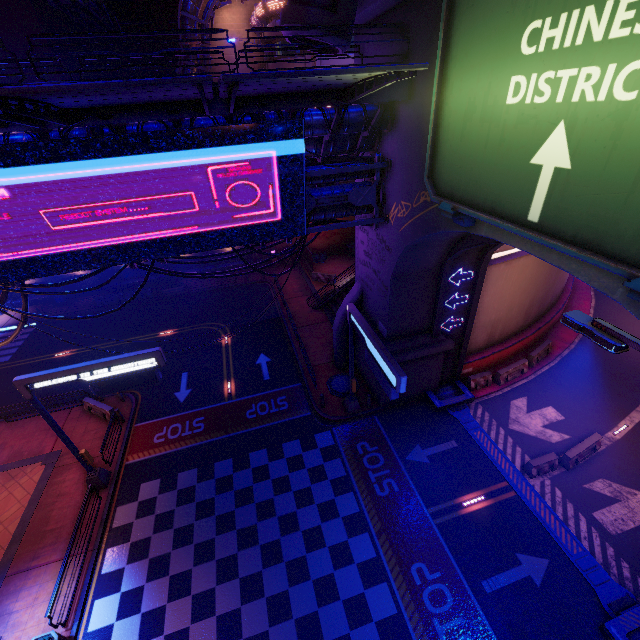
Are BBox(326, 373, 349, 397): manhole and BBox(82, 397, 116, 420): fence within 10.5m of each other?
no

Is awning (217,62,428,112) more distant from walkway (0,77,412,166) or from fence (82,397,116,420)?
fence (82,397,116,420)

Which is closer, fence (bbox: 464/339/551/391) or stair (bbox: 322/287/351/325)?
fence (bbox: 464/339/551/391)

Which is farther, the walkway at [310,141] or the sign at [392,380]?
the sign at [392,380]

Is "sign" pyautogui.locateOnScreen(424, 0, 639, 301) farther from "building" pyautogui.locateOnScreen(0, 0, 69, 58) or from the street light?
"building" pyautogui.locateOnScreen(0, 0, 69, 58)

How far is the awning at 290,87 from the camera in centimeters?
587cm

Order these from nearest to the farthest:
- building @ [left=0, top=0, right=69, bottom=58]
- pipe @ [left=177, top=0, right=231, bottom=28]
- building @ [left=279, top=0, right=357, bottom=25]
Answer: building @ [left=279, top=0, right=357, bottom=25] < pipe @ [left=177, top=0, right=231, bottom=28] < building @ [left=0, top=0, right=69, bottom=58]

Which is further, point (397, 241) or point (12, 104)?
point (397, 241)
